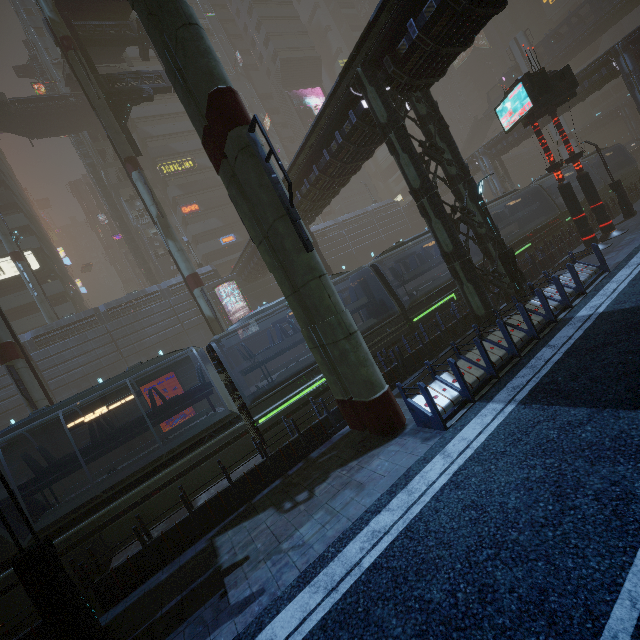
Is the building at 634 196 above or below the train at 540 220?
below

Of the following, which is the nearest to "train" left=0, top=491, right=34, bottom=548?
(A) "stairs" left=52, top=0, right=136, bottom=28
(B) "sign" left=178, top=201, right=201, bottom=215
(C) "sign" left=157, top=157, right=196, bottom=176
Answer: (A) "stairs" left=52, top=0, right=136, bottom=28

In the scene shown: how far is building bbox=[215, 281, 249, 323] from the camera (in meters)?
35.50

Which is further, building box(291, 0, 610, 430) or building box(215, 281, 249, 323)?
building box(215, 281, 249, 323)

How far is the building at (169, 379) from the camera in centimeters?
3086cm

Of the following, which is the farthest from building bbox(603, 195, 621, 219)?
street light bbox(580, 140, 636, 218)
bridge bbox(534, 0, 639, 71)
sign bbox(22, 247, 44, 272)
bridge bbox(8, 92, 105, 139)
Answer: bridge bbox(534, 0, 639, 71)

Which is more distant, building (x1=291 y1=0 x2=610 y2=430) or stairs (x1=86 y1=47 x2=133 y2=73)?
stairs (x1=86 y1=47 x2=133 y2=73)

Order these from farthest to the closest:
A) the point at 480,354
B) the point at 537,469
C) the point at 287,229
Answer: the point at 480,354
the point at 287,229
the point at 537,469
